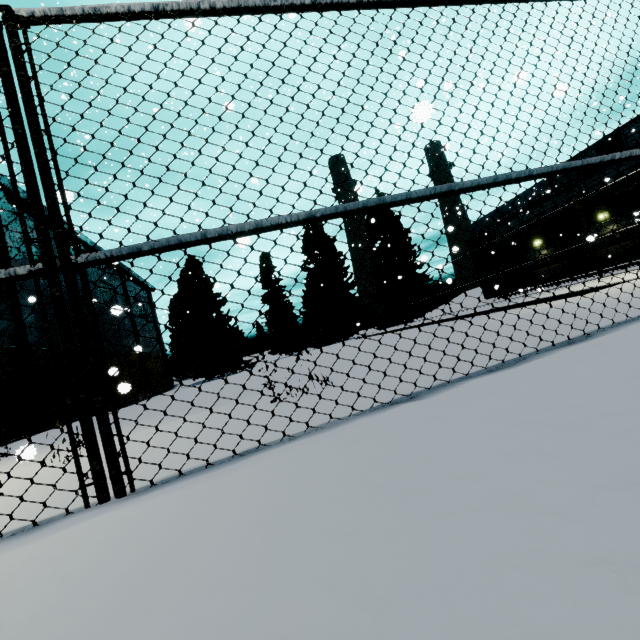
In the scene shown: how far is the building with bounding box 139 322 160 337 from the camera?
42.1m

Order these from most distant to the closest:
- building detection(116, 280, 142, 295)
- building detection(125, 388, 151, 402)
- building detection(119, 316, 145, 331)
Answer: building detection(116, 280, 142, 295) → building detection(119, 316, 145, 331) → building detection(125, 388, 151, 402)

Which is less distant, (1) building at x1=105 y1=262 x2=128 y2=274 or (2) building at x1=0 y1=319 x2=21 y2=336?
(2) building at x1=0 y1=319 x2=21 y2=336

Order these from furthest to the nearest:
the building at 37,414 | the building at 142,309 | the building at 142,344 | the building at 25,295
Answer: the building at 142,309 < the building at 37,414 < the building at 25,295 < the building at 142,344

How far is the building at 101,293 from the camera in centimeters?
2888cm

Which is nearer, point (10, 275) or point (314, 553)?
point (314, 553)
